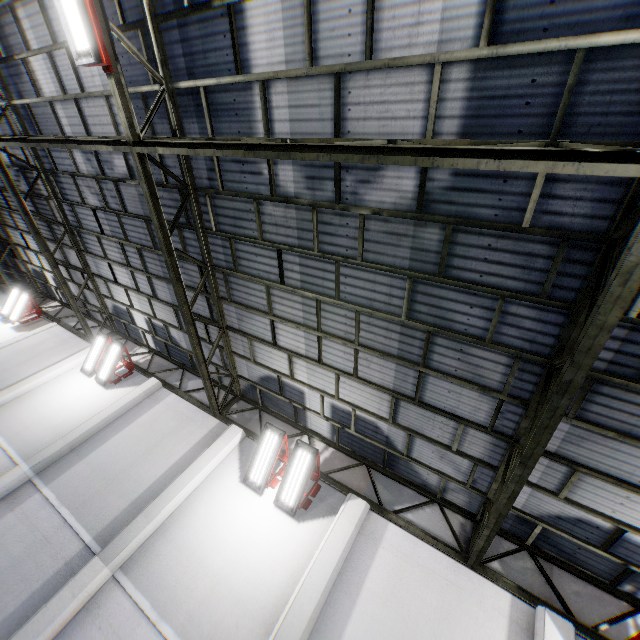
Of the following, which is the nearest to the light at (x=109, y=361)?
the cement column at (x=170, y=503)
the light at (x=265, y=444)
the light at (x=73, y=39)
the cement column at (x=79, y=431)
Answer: the cement column at (x=79, y=431)

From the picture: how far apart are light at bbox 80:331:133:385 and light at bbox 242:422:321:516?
7.4 meters

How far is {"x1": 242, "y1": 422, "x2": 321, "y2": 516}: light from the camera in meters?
7.6

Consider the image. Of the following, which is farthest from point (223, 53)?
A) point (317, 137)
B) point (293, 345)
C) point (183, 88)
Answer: point (293, 345)

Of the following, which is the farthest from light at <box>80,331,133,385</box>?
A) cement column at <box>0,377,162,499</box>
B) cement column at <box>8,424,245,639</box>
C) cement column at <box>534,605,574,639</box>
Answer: cement column at <box>534,605,574,639</box>

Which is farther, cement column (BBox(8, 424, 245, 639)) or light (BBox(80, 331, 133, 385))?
light (BBox(80, 331, 133, 385))

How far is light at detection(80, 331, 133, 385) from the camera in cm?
1143

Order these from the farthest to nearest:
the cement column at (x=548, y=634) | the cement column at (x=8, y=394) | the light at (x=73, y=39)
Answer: the cement column at (x=8, y=394)
the cement column at (x=548, y=634)
the light at (x=73, y=39)
